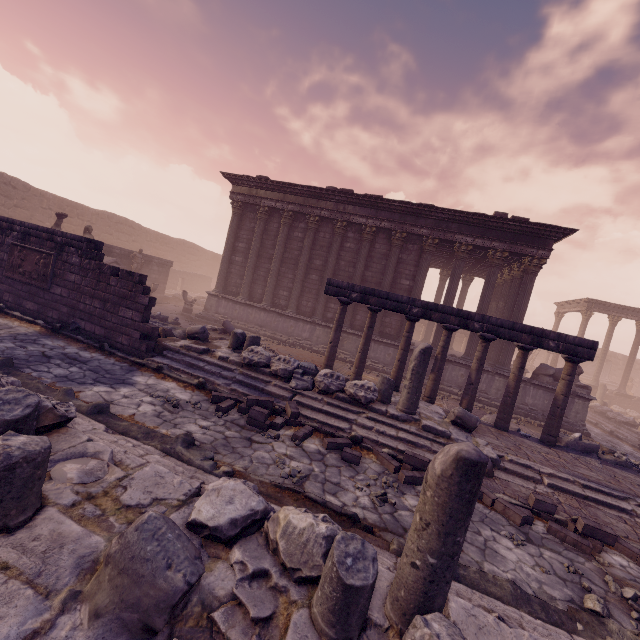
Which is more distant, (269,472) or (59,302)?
(59,302)

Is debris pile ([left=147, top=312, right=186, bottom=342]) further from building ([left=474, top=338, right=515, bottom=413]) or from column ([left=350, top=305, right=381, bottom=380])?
column ([left=350, top=305, right=381, bottom=380])

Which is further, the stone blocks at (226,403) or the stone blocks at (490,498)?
the stone blocks at (226,403)

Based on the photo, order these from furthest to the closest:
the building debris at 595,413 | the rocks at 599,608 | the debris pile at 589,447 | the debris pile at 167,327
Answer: the building debris at 595,413, the debris pile at 167,327, the debris pile at 589,447, the rocks at 599,608

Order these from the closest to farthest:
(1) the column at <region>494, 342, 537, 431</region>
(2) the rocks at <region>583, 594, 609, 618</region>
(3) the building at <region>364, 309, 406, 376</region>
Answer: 1. (2) the rocks at <region>583, 594, 609, 618</region>
2. (1) the column at <region>494, 342, 537, 431</region>
3. (3) the building at <region>364, 309, 406, 376</region>

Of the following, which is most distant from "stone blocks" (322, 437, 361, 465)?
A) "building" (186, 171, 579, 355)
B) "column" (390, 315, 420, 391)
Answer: "building" (186, 171, 579, 355)

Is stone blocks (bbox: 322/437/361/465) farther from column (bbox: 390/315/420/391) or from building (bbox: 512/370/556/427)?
building (bbox: 512/370/556/427)

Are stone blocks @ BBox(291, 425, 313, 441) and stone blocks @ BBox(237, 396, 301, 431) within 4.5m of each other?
yes
